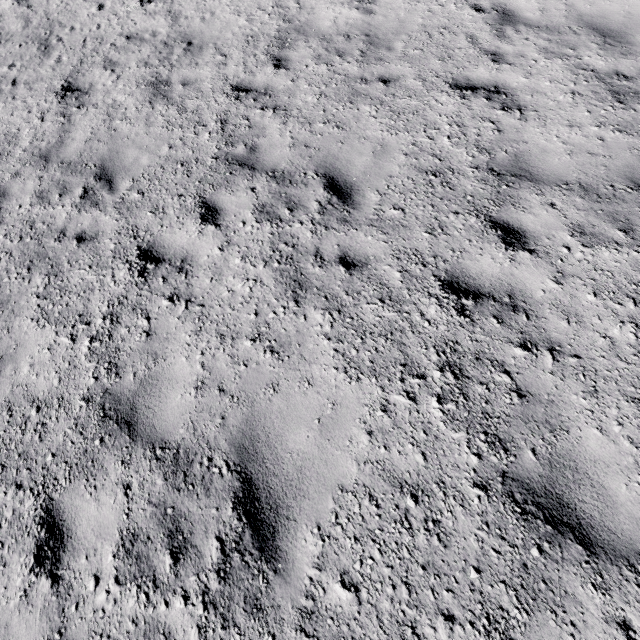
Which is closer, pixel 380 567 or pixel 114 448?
pixel 380 567
